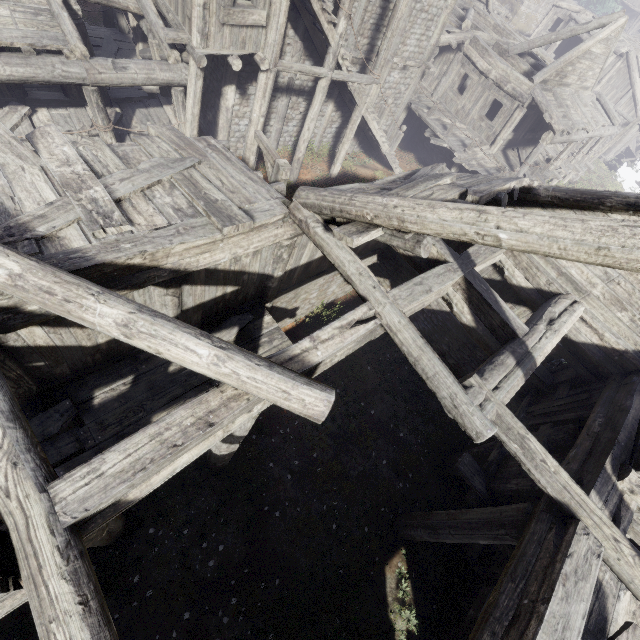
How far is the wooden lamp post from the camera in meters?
7.7

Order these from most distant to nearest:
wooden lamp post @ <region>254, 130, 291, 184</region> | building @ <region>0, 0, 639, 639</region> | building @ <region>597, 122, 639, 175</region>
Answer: building @ <region>597, 122, 639, 175</region> < wooden lamp post @ <region>254, 130, 291, 184</region> < building @ <region>0, 0, 639, 639</region>

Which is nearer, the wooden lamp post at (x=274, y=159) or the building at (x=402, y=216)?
the building at (x=402, y=216)

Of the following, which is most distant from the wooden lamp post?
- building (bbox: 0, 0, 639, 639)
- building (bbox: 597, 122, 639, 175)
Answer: building (bbox: 597, 122, 639, 175)

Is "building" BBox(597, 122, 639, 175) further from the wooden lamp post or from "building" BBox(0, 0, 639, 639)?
the wooden lamp post

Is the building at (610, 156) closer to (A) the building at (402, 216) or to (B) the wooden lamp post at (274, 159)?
(A) the building at (402, 216)

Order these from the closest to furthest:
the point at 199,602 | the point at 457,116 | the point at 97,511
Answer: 1. the point at 97,511
2. the point at 199,602
3. the point at 457,116
